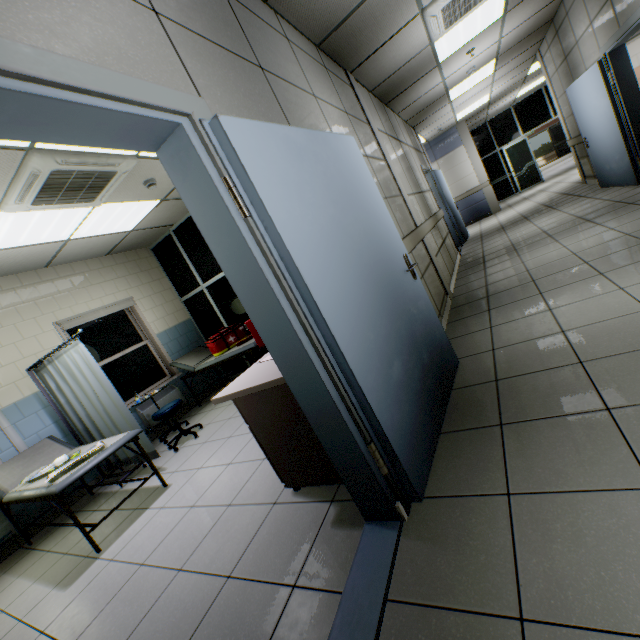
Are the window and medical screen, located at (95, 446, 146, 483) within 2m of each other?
yes

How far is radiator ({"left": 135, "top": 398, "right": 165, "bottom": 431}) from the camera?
5.5 meters

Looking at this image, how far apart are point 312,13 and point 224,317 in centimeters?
499cm

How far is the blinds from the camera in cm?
503

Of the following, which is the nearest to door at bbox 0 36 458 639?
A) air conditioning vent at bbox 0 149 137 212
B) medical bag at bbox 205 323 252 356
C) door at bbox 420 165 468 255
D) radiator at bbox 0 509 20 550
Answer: air conditioning vent at bbox 0 149 137 212

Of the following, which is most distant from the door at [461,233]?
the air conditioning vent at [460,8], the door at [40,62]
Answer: the door at [40,62]

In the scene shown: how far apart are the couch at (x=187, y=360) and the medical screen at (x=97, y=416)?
1.6 meters

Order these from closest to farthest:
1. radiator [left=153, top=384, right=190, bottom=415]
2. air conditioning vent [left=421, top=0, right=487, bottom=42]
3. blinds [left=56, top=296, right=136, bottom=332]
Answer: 1. air conditioning vent [left=421, top=0, right=487, bottom=42]
2. blinds [left=56, top=296, right=136, bottom=332]
3. radiator [left=153, top=384, right=190, bottom=415]
